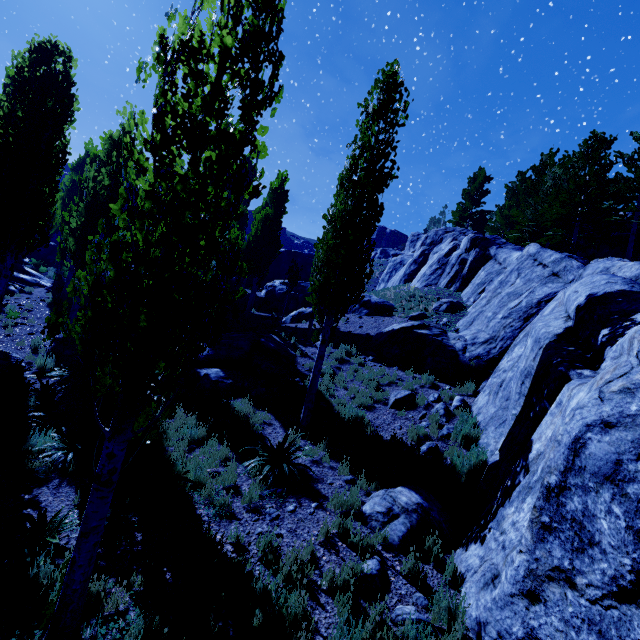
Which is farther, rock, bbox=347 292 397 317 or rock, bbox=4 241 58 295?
rock, bbox=347 292 397 317

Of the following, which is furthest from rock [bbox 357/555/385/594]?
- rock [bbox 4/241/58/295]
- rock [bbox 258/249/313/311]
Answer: rock [bbox 4/241/58/295]

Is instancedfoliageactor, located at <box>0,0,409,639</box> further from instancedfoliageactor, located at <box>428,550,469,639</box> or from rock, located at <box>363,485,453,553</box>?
instancedfoliageactor, located at <box>428,550,469,639</box>

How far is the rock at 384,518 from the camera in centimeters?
567cm

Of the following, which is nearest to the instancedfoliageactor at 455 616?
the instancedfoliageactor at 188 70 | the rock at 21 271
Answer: the instancedfoliageactor at 188 70

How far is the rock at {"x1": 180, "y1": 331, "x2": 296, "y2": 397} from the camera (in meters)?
11.29

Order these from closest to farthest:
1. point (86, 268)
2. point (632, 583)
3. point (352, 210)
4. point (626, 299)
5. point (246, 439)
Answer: point (632, 583), point (626, 299), point (246, 439), point (352, 210), point (86, 268)

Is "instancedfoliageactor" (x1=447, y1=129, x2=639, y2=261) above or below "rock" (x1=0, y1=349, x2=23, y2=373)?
above
